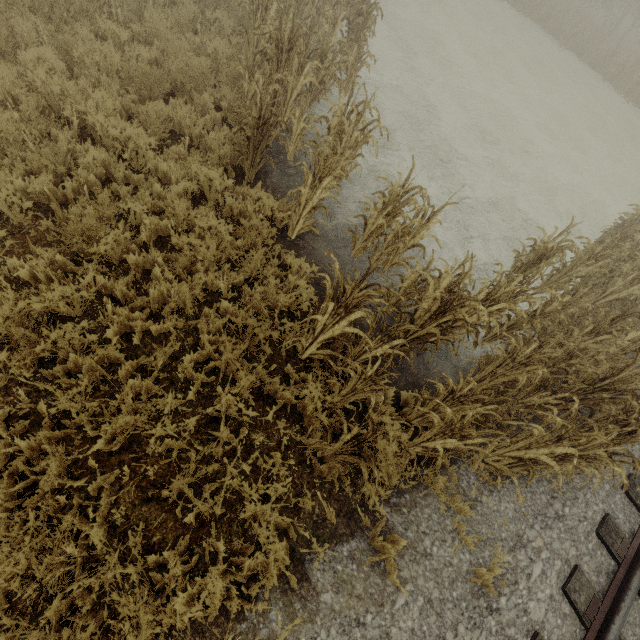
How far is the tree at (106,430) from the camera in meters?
3.1 m

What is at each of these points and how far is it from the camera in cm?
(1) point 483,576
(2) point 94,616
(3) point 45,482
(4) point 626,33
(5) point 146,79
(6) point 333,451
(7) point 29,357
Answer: (1) tree, 355
(2) tree, 276
(3) tree, 283
(4) tree, 3141
(5) tree, 560
(6) tree, 350
(7) tree, 332

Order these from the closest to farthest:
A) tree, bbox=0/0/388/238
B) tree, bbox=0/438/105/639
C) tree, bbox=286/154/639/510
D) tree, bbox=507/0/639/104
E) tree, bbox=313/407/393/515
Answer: tree, bbox=0/438/105/639 < tree, bbox=313/407/393/515 < tree, bbox=286/154/639/510 < tree, bbox=0/0/388/238 < tree, bbox=507/0/639/104

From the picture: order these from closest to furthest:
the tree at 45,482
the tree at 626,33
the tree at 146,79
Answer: the tree at 45,482 → the tree at 146,79 → the tree at 626,33

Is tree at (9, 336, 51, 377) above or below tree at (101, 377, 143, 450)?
below

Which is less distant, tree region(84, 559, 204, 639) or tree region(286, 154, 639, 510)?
tree region(84, 559, 204, 639)
